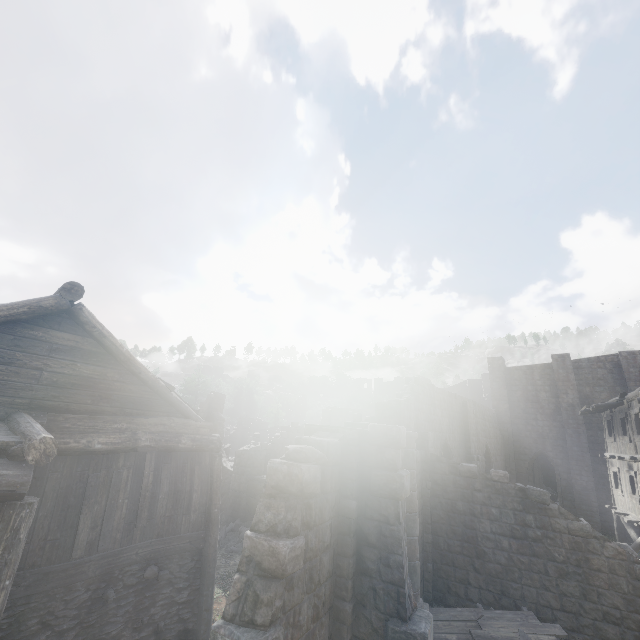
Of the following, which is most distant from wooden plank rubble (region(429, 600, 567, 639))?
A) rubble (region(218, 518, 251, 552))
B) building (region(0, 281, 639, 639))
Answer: rubble (region(218, 518, 251, 552))

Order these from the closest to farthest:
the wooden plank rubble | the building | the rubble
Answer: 1. the building
2. the wooden plank rubble
3. the rubble

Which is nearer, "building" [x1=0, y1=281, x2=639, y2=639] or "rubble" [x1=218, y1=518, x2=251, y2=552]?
"building" [x1=0, y1=281, x2=639, y2=639]

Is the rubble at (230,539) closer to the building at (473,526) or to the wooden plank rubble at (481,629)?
the building at (473,526)

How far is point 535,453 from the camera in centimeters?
2623cm

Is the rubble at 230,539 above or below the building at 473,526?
→ below

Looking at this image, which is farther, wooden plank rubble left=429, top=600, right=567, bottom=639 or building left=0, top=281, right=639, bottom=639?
wooden plank rubble left=429, top=600, right=567, bottom=639
